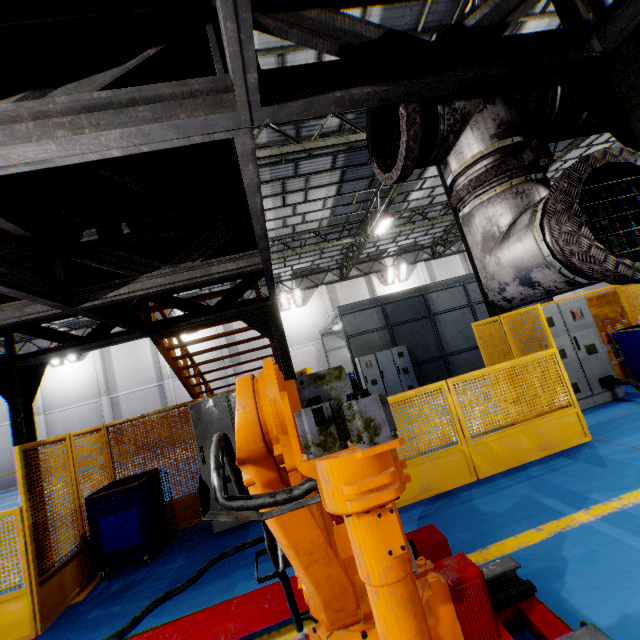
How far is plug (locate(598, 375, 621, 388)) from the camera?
6.3 meters

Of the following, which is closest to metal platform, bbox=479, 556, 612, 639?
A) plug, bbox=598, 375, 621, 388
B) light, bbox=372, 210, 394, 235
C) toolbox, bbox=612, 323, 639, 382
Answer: plug, bbox=598, 375, 621, 388

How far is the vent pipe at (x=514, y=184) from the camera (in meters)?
1.49

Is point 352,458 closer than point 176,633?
Yes

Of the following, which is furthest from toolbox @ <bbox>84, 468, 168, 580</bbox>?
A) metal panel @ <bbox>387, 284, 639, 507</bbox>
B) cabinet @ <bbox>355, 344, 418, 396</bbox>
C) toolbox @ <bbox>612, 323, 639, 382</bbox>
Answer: toolbox @ <bbox>612, 323, 639, 382</bbox>

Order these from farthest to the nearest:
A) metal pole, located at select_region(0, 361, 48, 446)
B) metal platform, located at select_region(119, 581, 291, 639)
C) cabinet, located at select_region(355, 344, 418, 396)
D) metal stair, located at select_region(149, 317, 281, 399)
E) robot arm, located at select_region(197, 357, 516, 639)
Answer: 1. cabinet, located at select_region(355, 344, 418, 396)
2. metal stair, located at select_region(149, 317, 281, 399)
3. metal pole, located at select_region(0, 361, 48, 446)
4. metal platform, located at select_region(119, 581, 291, 639)
5. robot arm, located at select_region(197, 357, 516, 639)

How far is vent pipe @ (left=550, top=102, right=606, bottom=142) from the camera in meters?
2.0

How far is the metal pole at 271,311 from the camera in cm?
510
